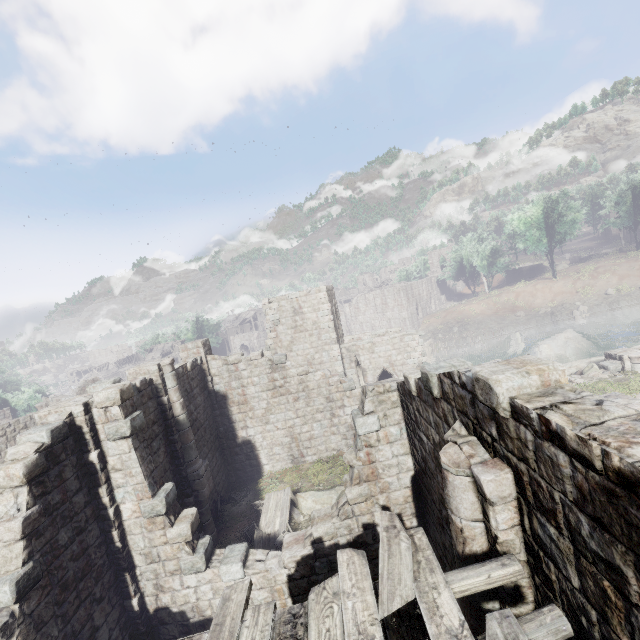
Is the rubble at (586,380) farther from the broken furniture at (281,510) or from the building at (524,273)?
the broken furniture at (281,510)

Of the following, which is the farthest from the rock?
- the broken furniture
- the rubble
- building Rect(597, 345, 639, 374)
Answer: the broken furniture

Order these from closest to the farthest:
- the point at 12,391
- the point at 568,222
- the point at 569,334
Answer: the point at 569,334, the point at 12,391, the point at 568,222

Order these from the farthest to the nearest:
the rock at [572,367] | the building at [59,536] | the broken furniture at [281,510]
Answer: the rock at [572,367], the broken furniture at [281,510], the building at [59,536]

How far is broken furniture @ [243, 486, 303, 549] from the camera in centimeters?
1262cm

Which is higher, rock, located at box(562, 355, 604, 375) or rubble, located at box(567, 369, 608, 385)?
rubble, located at box(567, 369, 608, 385)

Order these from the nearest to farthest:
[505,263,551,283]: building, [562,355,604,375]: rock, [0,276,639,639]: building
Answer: [0,276,639,639]: building, [562,355,604,375]: rock, [505,263,551,283]: building

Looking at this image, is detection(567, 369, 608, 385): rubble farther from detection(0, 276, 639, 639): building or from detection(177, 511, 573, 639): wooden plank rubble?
detection(177, 511, 573, 639): wooden plank rubble
